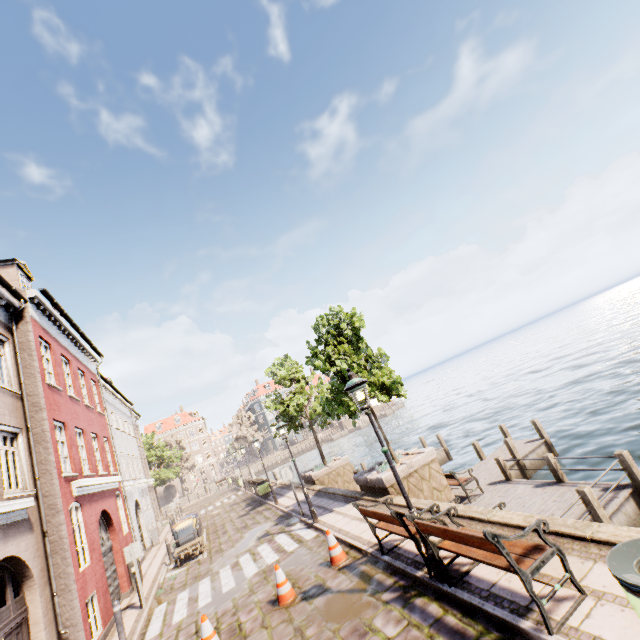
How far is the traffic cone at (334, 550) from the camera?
7.8m

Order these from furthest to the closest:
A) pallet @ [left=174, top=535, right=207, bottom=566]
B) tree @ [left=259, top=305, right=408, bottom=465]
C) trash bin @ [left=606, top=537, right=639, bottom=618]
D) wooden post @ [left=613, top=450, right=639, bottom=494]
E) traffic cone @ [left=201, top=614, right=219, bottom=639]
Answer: pallet @ [left=174, top=535, right=207, bottom=566]
tree @ [left=259, top=305, right=408, bottom=465]
wooden post @ [left=613, top=450, right=639, bottom=494]
traffic cone @ [left=201, top=614, right=219, bottom=639]
trash bin @ [left=606, top=537, right=639, bottom=618]

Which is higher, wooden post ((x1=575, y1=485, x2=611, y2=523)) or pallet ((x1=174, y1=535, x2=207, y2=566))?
pallet ((x1=174, y1=535, x2=207, y2=566))

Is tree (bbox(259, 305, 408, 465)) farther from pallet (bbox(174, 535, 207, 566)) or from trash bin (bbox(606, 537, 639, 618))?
trash bin (bbox(606, 537, 639, 618))

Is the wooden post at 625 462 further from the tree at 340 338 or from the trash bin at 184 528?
the trash bin at 184 528

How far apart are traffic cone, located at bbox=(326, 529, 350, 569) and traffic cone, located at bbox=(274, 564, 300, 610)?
0.9m

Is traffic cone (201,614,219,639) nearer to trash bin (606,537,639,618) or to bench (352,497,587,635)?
bench (352,497,587,635)

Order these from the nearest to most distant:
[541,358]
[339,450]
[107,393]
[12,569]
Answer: [12,569], [107,393], [339,450], [541,358]
